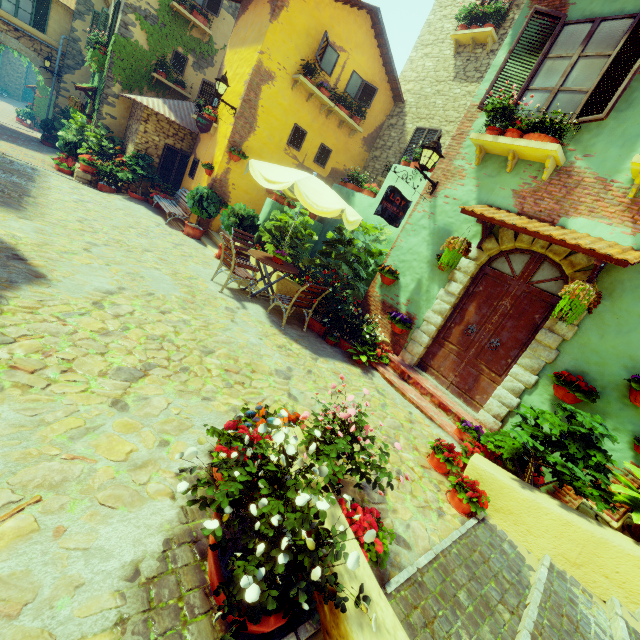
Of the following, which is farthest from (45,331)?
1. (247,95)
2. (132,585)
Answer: (247,95)

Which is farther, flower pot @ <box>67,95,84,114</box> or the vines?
flower pot @ <box>67,95,84,114</box>

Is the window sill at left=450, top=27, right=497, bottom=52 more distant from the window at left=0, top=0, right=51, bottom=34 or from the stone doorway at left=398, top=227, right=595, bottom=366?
the stone doorway at left=398, top=227, right=595, bottom=366

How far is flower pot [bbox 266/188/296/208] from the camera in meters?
9.0

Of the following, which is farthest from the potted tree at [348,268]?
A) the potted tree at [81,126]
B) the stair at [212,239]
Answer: the potted tree at [81,126]

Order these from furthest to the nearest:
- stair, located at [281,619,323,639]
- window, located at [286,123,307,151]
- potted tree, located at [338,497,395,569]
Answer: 1. window, located at [286,123,307,151]
2. potted tree, located at [338,497,395,569]
3. stair, located at [281,619,323,639]

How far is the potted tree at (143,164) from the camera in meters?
11.0 m

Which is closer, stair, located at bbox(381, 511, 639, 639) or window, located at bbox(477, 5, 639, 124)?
stair, located at bbox(381, 511, 639, 639)
